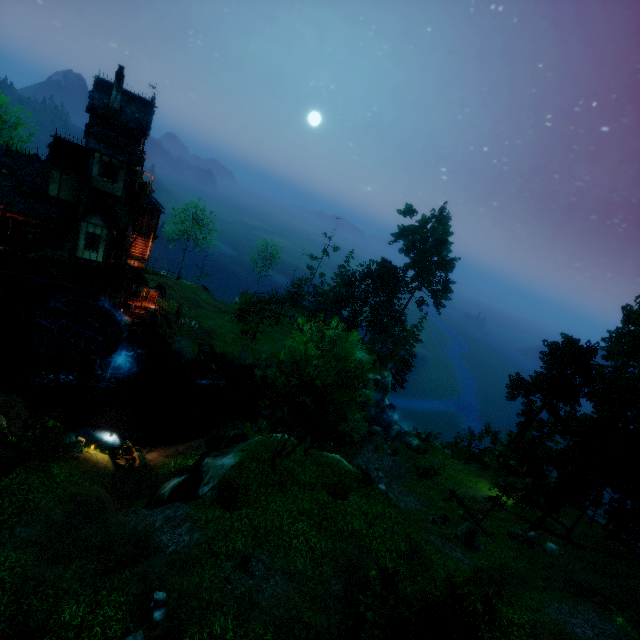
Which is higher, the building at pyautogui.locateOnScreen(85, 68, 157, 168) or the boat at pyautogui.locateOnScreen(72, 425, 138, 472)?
the building at pyautogui.locateOnScreen(85, 68, 157, 168)

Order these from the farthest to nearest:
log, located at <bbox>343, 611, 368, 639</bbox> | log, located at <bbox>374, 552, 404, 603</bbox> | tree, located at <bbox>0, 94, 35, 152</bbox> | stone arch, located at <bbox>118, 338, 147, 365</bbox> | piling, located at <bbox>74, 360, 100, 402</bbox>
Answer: tree, located at <bbox>0, 94, 35, 152</bbox> < stone arch, located at <bbox>118, 338, 147, 365</bbox> < piling, located at <bbox>74, 360, 100, 402</bbox> < log, located at <bbox>374, 552, 404, 603</bbox> < log, located at <bbox>343, 611, 368, 639</bbox>

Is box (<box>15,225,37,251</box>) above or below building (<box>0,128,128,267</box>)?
below

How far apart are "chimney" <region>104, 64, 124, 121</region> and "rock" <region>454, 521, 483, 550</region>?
38.67m

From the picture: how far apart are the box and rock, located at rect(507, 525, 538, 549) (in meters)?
41.95

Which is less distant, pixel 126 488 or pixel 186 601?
pixel 186 601

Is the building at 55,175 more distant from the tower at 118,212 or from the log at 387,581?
the log at 387,581

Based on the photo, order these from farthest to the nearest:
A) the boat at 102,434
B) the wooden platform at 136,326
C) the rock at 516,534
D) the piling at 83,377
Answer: the wooden platform at 136,326
the piling at 83,377
the rock at 516,534
the boat at 102,434
